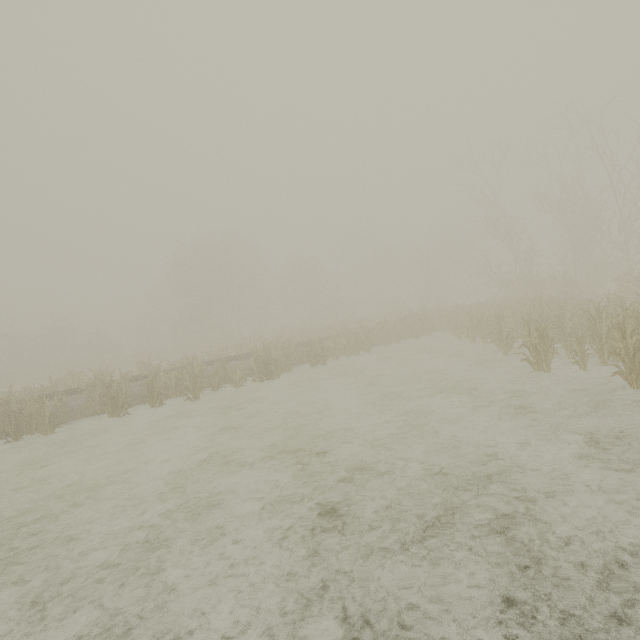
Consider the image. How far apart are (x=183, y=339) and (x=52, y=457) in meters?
38.2
